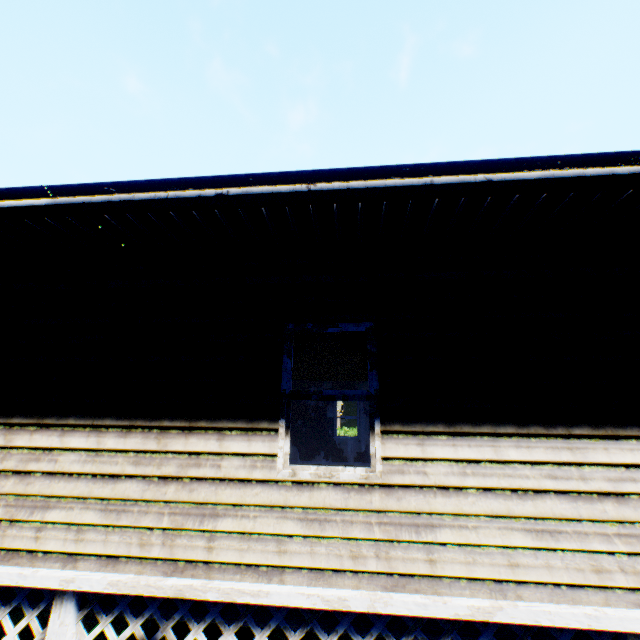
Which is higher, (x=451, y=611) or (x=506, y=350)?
(x=506, y=350)
